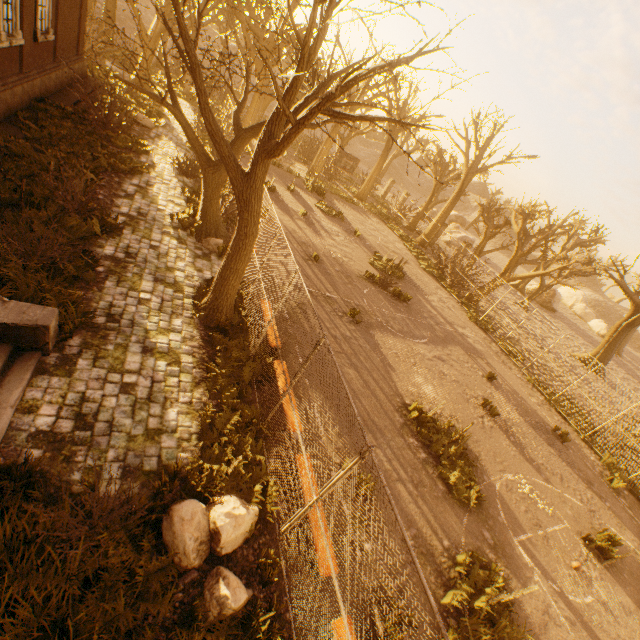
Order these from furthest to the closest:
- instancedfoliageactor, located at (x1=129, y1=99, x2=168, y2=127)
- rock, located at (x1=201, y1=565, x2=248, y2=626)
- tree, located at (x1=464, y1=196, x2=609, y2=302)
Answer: tree, located at (x1=464, y1=196, x2=609, y2=302) → instancedfoliageactor, located at (x1=129, y1=99, x2=168, y2=127) → rock, located at (x1=201, y1=565, x2=248, y2=626)

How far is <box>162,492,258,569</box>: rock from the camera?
4.5m

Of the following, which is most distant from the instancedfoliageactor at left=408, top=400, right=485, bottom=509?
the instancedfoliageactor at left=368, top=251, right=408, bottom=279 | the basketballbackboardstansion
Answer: the basketballbackboardstansion

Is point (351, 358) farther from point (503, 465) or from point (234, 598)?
point (234, 598)

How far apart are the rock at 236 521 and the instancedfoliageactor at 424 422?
5.3 meters

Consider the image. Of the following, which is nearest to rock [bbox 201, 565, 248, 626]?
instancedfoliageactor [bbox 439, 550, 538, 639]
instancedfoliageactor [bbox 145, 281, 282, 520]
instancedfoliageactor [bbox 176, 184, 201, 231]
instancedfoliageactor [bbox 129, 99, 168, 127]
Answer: instancedfoliageactor [bbox 145, 281, 282, 520]

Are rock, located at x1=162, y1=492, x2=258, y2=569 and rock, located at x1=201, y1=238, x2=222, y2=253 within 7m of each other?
no

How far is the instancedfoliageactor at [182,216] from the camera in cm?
1127
